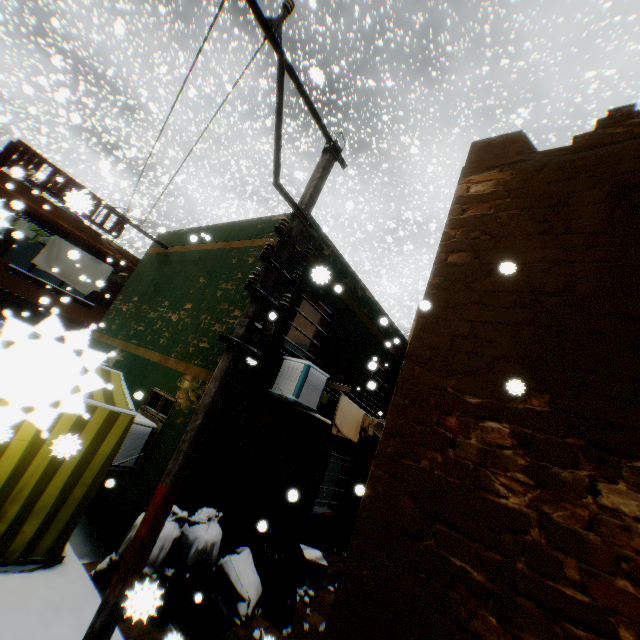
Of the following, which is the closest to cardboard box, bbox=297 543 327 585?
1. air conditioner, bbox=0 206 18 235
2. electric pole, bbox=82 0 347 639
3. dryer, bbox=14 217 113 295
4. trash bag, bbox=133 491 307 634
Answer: trash bag, bbox=133 491 307 634

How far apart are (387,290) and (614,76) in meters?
20.5 m

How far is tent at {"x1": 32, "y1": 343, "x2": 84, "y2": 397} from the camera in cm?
48

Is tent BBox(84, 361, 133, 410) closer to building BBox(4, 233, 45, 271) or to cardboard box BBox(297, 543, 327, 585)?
building BBox(4, 233, 45, 271)

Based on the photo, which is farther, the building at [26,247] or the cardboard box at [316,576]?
the building at [26,247]

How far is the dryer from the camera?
12.3m

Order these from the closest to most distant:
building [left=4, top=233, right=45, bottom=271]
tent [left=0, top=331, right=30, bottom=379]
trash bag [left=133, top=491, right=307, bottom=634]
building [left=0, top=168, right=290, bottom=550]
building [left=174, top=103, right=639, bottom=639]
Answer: tent [left=0, top=331, right=30, bottom=379] < building [left=174, top=103, right=639, bottom=639] < trash bag [left=133, top=491, right=307, bottom=634] < building [left=0, top=168, right=290, bottom=550] < building [left=4, top=233, right=45, bottom=271]

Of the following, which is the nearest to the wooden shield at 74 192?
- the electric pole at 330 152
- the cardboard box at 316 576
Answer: the electric pole at 330 152
